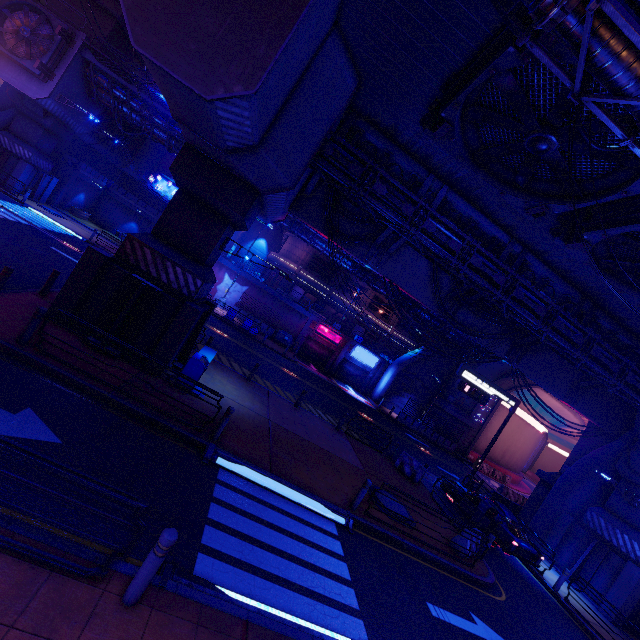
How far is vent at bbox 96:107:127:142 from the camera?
31.64m

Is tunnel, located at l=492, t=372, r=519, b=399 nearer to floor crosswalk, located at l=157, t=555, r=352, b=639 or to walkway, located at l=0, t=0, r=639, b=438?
walkway, located at l=0, t=0, r=639, b=438

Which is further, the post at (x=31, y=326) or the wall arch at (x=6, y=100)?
the wall arch at (x=6, y=100)

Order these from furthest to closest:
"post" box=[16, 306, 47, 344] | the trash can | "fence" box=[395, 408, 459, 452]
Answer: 1. "fence" box=[395, 408, 459, 452]
2. the trash can
3. "post" box=[16, 306, 47, 344]

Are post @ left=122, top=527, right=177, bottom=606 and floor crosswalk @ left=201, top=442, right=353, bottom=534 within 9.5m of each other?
yes

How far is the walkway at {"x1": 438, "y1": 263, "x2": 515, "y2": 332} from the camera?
17.19m

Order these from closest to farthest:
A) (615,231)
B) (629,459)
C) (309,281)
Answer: (615,231) < (629,459) < (309,281)

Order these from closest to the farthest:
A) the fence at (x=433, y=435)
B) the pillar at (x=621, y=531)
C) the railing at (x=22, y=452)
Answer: the railing at (x=22, y=452), the pillar at (x=621, y=531), the fence at (x=433, y=435)
